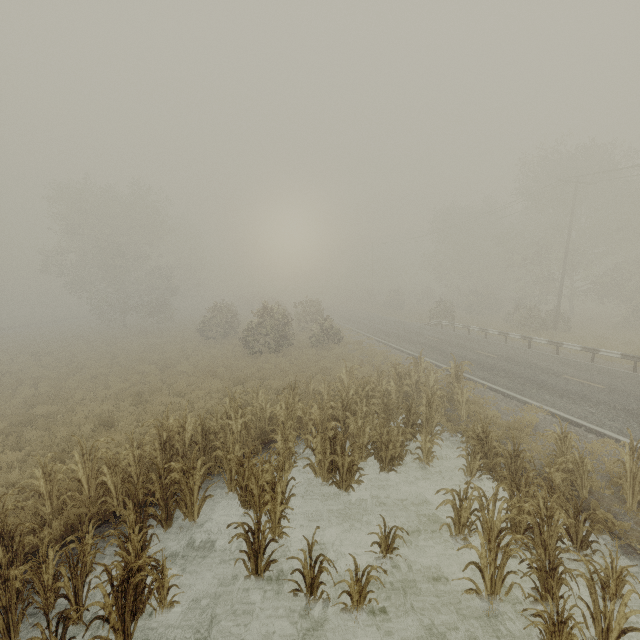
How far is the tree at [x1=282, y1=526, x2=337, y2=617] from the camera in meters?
5.3 m

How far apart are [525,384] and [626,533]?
8.4 meters

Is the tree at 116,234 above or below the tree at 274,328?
above

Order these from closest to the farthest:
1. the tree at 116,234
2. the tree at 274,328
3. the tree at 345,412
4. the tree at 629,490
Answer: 1. the tree at 345,412
2. the tree at 629,490
3. the tree at 274,328
4. the tree at 116,234

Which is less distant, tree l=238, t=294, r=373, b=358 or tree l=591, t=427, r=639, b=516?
tree l=591, t=427, r=639, b=516

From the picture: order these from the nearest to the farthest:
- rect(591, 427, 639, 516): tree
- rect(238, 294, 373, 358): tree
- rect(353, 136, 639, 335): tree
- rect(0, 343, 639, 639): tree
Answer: rect(0, 343, 639, 639): tree → rect(591, 427, 639, 516): tree → rect(238, 294, 373, 358): tree → rect(353, 136, 639, 335): tree
